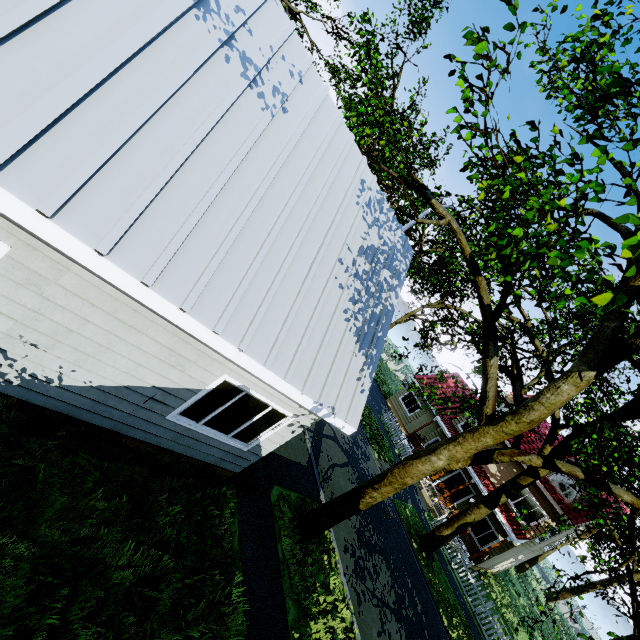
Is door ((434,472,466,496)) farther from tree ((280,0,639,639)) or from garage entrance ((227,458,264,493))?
garage entrance ((227,458,264,493))

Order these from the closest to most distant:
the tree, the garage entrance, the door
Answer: → the tree, the garage entrance, the door

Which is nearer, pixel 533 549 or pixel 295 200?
pixel 295 200

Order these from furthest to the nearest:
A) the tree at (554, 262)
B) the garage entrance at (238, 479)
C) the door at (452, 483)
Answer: the door at (452, 483) → the garage entrance at (238, 479) → the tree at (554, 262)

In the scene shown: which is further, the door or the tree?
the door

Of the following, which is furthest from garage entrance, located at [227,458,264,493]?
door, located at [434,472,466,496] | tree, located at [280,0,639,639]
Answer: door, located at [434,472,466,496]

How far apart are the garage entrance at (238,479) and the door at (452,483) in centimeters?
1818cm
